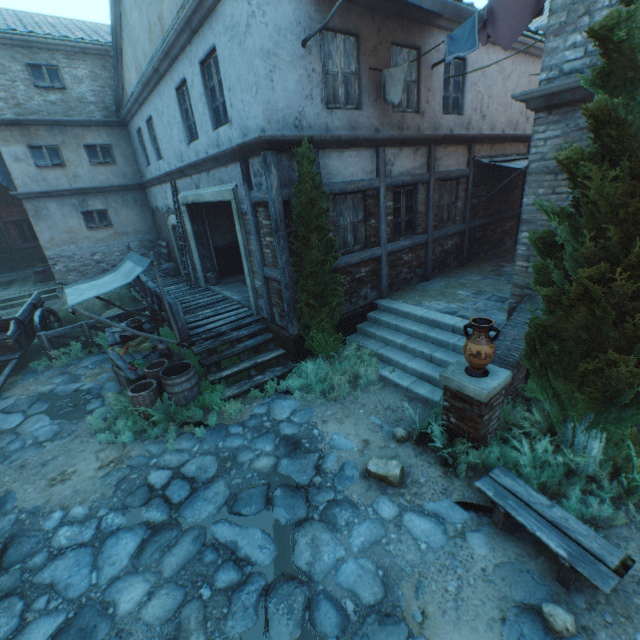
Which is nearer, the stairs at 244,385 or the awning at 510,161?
the stairs at 244,385

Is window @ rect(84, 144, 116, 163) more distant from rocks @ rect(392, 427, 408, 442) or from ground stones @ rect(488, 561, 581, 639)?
rocks @ rect(392, 427, 408, 442)

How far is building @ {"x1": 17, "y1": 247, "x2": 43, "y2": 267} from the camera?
20.4 meters

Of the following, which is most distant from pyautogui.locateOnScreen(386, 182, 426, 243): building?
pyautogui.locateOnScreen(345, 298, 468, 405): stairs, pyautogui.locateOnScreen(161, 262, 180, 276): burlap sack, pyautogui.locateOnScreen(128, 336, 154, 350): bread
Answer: pyautogui.locateOnScreen(161, 262, 180, 276): burlap sack

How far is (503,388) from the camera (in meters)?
4.51

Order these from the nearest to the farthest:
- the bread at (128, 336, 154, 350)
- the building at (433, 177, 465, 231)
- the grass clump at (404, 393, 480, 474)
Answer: the grass clump at (404, 393, 480, 474) → the bread at (128, 336, 154, 350) → the building at (433, 177, 465, 231)

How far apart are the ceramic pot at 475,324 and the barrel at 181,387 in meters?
5.0 m

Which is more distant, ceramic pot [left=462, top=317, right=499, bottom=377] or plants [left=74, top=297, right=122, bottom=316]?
plants [left=74, top=297, right=122, bottom=316]
